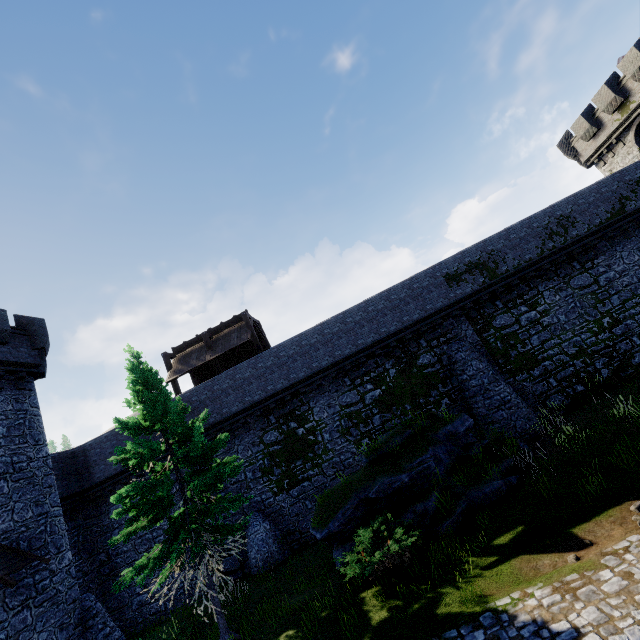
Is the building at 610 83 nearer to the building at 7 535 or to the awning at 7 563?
the building at 7 535

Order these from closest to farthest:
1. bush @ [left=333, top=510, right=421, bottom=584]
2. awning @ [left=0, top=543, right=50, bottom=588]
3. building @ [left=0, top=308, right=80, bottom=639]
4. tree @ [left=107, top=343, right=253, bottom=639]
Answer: bush @ [left=333, top=510, right=421, bottom=584] → tree @ [left=107, top=343, right=253, bottom=639] → awning @ [left=0, top=543, right=50, bottom=588] → building @ [left=0, top=308, right=80, bottom=639]

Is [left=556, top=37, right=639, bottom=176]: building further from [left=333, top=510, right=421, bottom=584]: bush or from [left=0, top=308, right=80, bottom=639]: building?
[left=0, top=308, right=80, bottom=639]: building

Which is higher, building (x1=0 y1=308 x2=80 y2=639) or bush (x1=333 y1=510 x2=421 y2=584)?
building (x1=0 y1=308 x2=80 y2=639)

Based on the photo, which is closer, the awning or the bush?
the bush

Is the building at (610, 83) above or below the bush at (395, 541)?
above

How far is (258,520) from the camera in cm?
1750
